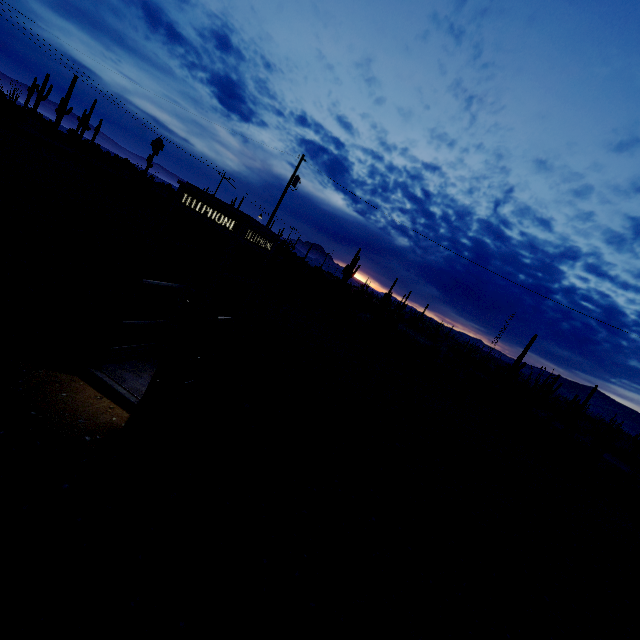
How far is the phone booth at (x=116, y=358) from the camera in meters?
3.7

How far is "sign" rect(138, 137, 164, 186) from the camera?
24.49m

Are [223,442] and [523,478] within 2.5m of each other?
no

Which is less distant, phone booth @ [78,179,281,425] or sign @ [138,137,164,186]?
phone booth @ [78,179,281,425]

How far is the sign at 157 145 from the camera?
24.5m

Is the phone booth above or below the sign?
below

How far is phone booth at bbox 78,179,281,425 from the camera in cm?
367

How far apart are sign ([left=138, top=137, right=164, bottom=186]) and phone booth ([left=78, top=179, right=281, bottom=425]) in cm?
2518
